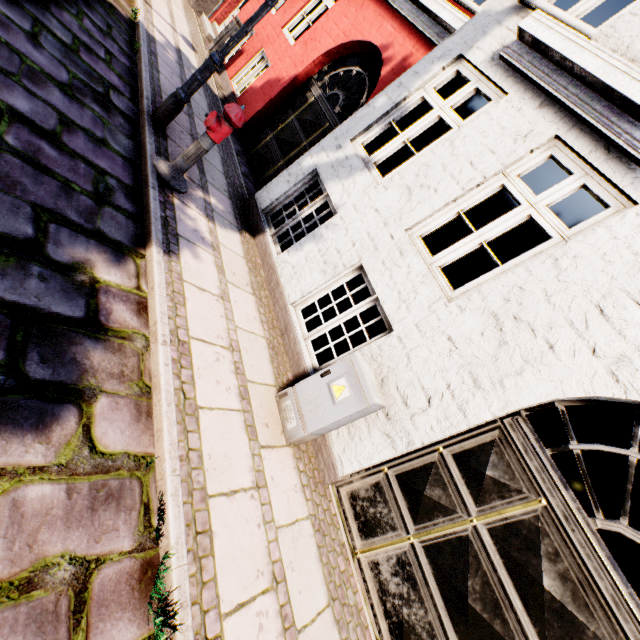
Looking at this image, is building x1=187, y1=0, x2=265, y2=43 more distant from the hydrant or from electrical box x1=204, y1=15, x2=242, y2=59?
the hydrant

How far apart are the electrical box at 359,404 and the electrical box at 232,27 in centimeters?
964cm

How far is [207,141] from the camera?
3.7m

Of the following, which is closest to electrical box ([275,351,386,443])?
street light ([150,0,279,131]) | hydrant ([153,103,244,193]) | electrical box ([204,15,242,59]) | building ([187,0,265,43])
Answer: building ([187,0,265,43])

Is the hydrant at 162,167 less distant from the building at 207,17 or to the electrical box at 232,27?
the building at 207,17

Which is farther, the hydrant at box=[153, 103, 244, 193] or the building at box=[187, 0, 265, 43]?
the building at box=[187, 0, 265, 43]

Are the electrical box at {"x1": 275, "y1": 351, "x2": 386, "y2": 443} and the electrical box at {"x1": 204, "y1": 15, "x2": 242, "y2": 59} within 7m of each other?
no

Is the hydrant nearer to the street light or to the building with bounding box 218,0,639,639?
the street light
